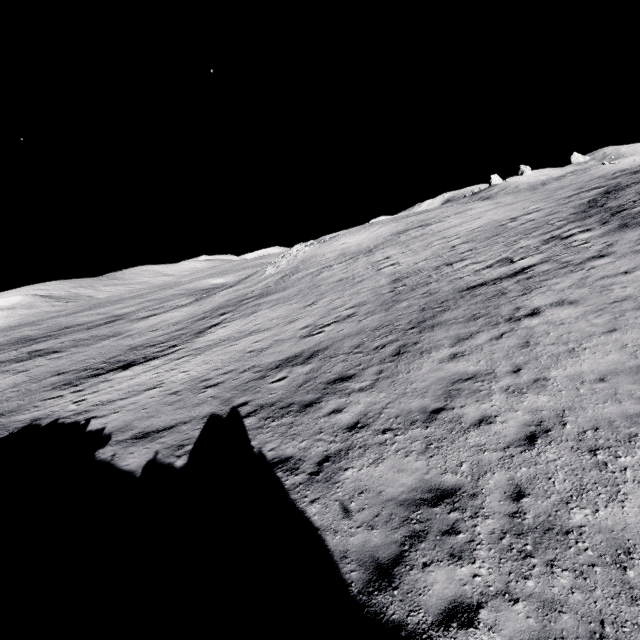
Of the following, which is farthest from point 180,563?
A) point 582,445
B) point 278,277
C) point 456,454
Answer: point 278,277
